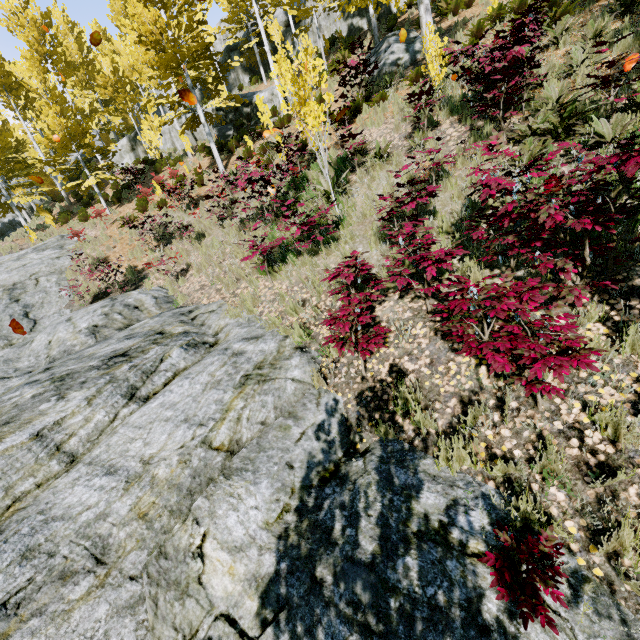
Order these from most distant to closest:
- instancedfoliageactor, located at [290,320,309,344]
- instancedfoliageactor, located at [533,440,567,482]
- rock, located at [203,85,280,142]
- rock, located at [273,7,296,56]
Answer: rock, located at [273,7,296,56] → rock, located at [203,85,280,142] → instancedfoliageactor, located at [290,320,309,344] → instancedfoliageactor, located at [533,440,567,482]

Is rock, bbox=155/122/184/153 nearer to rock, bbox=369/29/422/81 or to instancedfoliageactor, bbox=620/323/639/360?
instancedfoliageactor, bbox=620/323/639/360

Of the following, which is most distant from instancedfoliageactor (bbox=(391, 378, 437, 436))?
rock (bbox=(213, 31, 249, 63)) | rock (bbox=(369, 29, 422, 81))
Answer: rock (bbox=(369, 29, 422, 81))

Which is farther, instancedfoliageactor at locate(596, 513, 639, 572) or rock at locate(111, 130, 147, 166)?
rock at locate(111, 130, 147, 166)

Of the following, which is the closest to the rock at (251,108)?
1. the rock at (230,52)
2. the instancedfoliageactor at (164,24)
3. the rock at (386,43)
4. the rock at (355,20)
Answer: the instancedfoliageactor at (164,24)

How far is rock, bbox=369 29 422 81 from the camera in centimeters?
1236cm

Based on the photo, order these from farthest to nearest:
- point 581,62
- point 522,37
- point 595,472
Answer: point 581,62, point 522,37, point 595,472

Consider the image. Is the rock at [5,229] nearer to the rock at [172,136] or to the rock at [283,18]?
the rock at [283,18]
